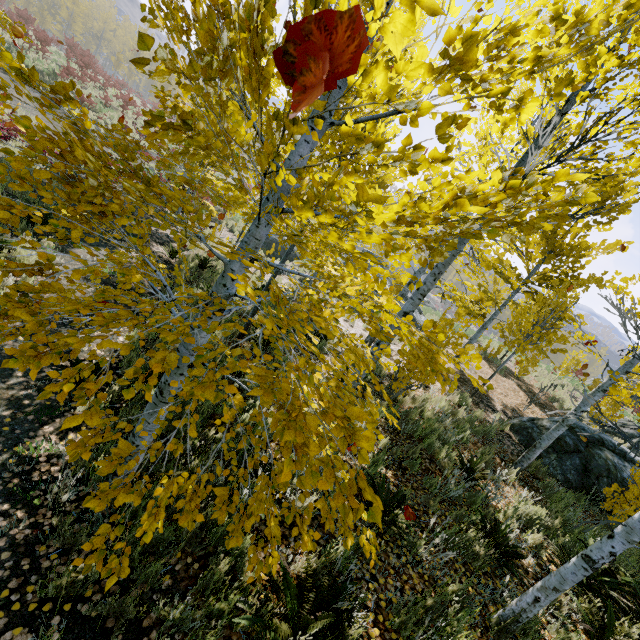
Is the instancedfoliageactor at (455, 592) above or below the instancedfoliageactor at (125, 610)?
above

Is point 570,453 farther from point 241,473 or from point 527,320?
point 241,473

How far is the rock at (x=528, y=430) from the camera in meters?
8.6

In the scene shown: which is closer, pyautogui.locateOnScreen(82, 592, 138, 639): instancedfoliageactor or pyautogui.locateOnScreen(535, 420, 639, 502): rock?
pyautogui.locateOnScreen(82, 592, 138, 639): instancedfoliageactor

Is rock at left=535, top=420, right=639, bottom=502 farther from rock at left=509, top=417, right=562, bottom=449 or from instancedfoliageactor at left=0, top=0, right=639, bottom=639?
rock at left=509, top=417, right=562, bottom=449

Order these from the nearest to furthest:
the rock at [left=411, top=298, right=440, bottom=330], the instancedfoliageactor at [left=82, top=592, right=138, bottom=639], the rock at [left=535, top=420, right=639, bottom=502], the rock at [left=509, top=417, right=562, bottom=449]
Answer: the instancedfoliageactor at [left=82, top=592, right=138, bottom=639] < the rock at [left=535, top=420, right=639, bottom=502] < the rock at [left=509, top=417, right=562, bottom=449] < the rock at [left=411, top=298, right=440, bottom=330]

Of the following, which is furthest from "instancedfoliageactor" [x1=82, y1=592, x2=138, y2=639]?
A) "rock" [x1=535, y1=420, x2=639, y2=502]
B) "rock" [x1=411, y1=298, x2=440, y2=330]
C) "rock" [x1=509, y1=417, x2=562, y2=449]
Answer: "rock" [x1=411, y1=298, x2=440, y2=330]
